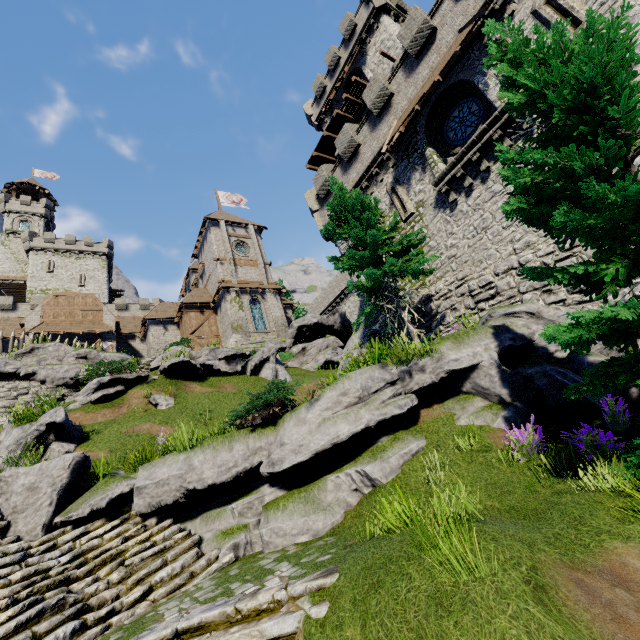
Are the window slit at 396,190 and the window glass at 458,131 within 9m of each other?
yes

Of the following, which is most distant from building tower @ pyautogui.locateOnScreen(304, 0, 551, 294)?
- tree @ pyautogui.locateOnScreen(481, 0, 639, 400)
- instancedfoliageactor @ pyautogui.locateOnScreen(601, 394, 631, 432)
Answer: instancedfoliageactor @ pyautogui.locateOnScreen(601, 394, 631, 432)

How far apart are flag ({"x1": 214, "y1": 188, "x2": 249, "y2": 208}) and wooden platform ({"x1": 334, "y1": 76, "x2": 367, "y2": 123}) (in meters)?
21.13

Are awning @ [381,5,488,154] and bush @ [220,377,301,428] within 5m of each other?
no

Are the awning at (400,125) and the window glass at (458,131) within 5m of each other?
yes

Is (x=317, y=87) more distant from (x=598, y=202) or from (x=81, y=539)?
(x=81, y=539)

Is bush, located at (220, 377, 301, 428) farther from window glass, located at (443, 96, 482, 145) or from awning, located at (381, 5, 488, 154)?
window glass, located at (443, 96, 482, 145)

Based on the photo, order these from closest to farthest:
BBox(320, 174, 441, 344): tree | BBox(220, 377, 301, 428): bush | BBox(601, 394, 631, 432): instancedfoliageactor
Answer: BBox(601, 394, 631, 432): instancedfoliageactor, BBox(220, 377, 301, 428): bush, BBox(320, 174, 441, 344): tree
